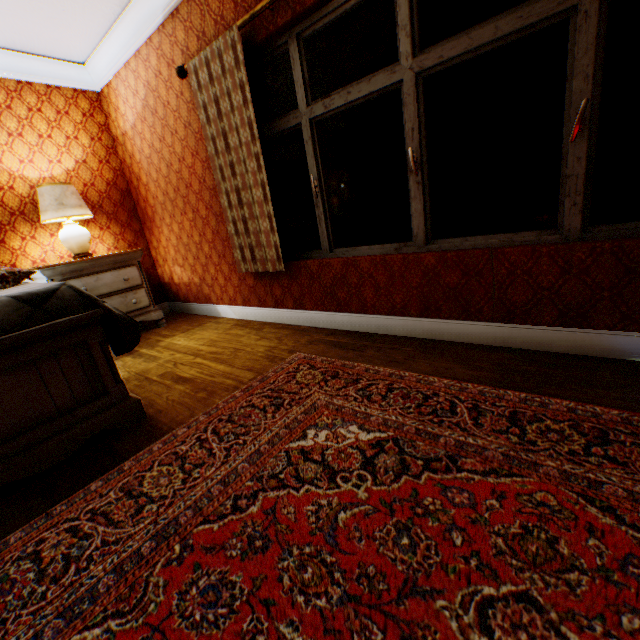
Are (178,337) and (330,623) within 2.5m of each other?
no

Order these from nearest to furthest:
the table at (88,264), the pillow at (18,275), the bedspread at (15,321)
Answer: the bedspread at (15,321)
the pillow at (18,275)
the table at (88,264)

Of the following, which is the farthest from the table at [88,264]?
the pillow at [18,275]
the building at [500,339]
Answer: the pillow at [18,275]

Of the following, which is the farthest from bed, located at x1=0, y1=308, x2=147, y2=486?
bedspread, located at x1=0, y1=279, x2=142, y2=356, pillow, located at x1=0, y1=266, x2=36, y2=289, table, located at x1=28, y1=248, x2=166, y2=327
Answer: table, located at x1=28, y1=248, x2=166, y2=327

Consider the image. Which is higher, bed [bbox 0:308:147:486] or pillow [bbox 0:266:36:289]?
pillow [bbox 0:266:36:289]

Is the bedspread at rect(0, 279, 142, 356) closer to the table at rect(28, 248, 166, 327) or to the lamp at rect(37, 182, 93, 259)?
the table at rect(28, 248, 166, 327)

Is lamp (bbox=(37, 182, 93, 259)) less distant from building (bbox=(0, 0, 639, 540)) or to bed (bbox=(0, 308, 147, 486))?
building (bbox=(0, 0, 639, 540))

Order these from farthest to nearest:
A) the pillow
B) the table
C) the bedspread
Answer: the table, the pillow, the bedspread
